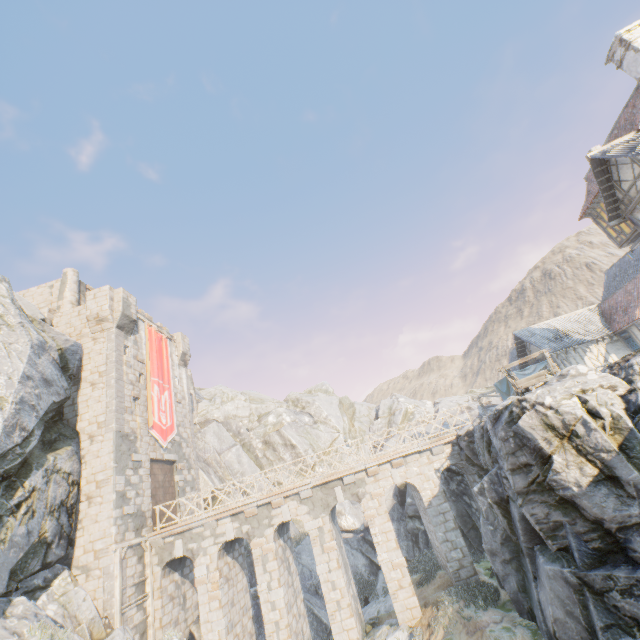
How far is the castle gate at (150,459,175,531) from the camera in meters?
→ 18.7 m

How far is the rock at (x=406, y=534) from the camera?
24.8m

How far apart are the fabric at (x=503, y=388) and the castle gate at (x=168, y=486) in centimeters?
2532cm

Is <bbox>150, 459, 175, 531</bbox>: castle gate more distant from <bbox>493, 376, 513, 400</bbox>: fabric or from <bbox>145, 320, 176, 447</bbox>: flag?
<bbox>493, 376, 513, 400</bbox>: fabric

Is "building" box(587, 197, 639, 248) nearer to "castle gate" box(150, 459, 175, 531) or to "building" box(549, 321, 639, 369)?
"building" box(549, 321, 639, 369)

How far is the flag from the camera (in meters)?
20.83

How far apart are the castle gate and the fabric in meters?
25.3 m

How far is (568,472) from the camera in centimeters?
884cm
